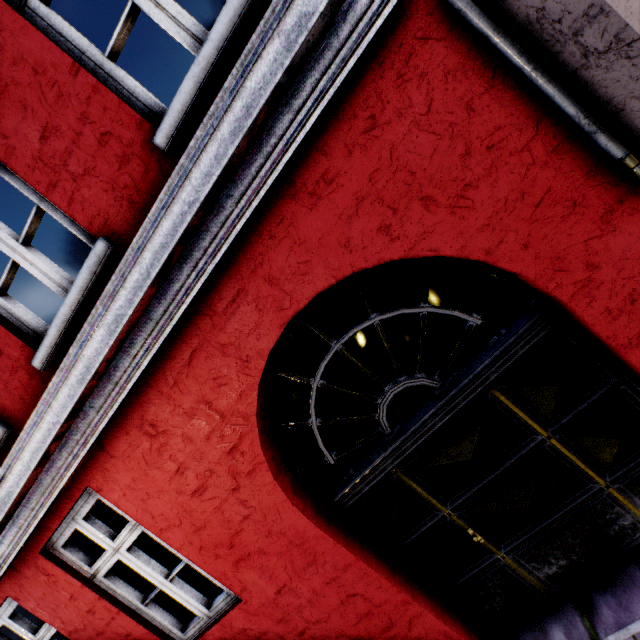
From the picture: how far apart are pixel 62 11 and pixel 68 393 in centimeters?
1566cm
